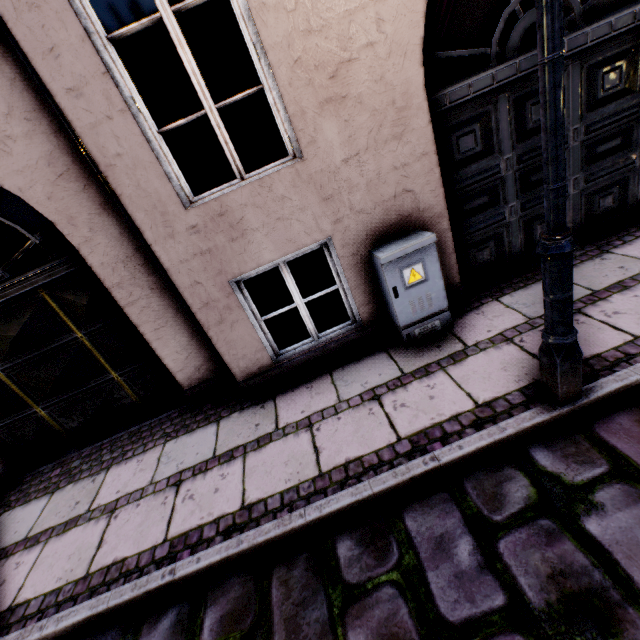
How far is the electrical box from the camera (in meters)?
2.93

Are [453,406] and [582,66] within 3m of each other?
no

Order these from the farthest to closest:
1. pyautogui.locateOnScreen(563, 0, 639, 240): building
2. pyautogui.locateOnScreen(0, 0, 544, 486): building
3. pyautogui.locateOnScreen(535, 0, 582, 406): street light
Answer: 1. pyautogui.locateOnScreen(563, 0, 639, 240): building
2. pyautogui.locateOnScreen(0, 0, 544, 486): building
3. pyautogui.locateOnScreen(535, 0, 582, 406): street light

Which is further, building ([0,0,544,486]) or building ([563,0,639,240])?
building ([563,0,639,240])

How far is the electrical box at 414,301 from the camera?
2.9 meters

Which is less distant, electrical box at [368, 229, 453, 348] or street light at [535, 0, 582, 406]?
street light at [535, 0, 582, 406]

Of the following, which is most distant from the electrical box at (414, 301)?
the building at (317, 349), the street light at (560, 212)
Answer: the street light at (560, 212)

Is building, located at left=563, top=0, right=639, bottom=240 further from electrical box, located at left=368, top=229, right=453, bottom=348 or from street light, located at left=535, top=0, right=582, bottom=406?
street light, located at left=535, top=0, right=582, bottom=406
